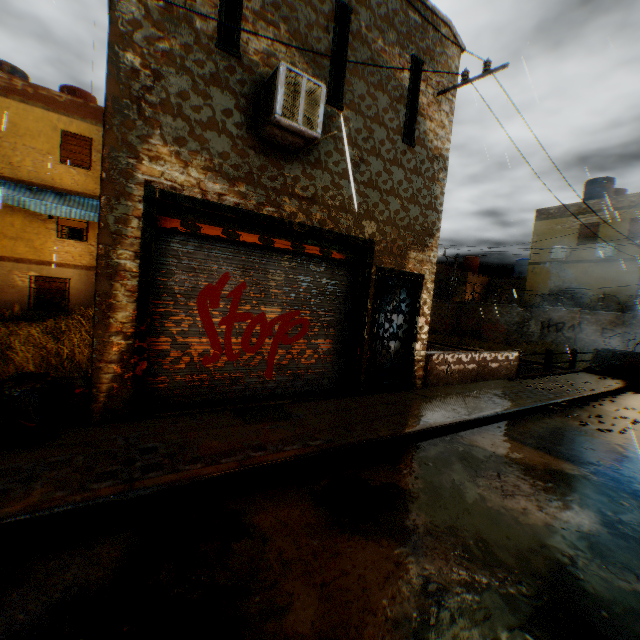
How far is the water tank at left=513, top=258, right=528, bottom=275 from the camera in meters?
32.2

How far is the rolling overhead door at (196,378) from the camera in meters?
5.1

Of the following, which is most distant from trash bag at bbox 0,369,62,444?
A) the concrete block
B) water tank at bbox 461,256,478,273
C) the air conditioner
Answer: water tank at bbox 461,256,478,273

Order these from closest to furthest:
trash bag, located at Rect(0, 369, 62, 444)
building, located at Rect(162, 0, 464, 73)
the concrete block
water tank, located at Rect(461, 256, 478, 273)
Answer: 1. trash bag, located at Rect(0, 369, 62, 444)
2. the concrete block
3. building, located at Rect(162, 0, 464, 73)
4. water tank, located at Rect(461, 256, 478, 273)

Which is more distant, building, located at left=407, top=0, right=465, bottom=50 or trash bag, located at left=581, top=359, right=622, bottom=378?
trash bag, located at left=581, top=359, right=622, bottom=378

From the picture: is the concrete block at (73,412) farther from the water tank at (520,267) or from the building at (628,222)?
the water tank at (520,267)

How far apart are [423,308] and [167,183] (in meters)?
6.05

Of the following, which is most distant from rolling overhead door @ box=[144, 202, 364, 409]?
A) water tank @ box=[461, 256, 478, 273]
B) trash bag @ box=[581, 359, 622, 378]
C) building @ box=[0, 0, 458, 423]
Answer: water tank @ box=[461, 256, 478, 273]
